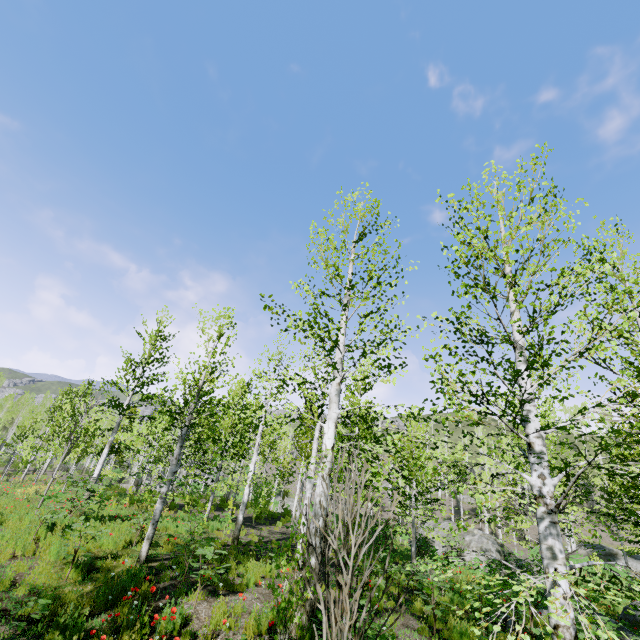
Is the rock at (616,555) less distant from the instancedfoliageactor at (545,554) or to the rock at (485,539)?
the instancedfoliageactor at (545,554)

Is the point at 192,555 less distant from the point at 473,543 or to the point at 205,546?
the point at 205,546

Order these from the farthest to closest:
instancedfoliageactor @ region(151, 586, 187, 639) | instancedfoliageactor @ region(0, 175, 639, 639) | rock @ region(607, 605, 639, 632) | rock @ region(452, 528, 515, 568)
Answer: rock @ region(452, 528, 515, 568) < rock @ region(607, 605, 639, 632) < instancedfoliageactor @ region(151, 586, 187, 639) < instancedfoliageactor @ region(0, 175, 639, 639)

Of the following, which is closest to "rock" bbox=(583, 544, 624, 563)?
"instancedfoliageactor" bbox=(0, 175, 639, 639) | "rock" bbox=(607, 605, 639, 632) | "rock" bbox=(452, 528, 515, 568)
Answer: "instancedfoliageactor" bbox=(0, 175, 639, 639)

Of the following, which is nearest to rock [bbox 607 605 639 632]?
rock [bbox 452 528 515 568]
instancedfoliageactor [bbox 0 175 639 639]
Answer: rock [bbox 452 528 515 568]

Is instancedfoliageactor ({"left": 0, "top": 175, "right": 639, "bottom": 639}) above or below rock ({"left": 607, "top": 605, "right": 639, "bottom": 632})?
above

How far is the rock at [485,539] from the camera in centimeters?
1959cm

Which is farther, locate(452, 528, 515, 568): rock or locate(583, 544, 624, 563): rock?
locate(583, 544, 624, 563): rock
